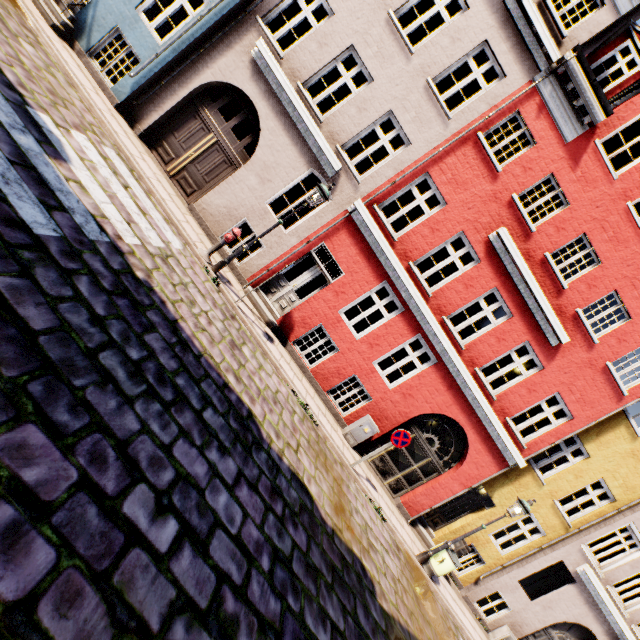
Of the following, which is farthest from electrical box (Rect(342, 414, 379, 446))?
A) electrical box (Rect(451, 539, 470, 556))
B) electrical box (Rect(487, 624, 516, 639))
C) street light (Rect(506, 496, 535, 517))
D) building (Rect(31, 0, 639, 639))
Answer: electrical box (Rect(487, 624, 516, 639))

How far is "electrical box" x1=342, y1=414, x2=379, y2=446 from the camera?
10.2m

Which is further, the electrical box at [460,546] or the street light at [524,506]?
the electrical box at [460,546]

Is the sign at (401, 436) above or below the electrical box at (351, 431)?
above

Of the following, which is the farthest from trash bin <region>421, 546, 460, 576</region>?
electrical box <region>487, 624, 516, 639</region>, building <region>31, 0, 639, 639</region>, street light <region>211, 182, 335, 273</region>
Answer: street light <region>211, 182, 335, 273</region>

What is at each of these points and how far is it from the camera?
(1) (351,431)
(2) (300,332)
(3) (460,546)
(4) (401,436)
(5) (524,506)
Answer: (1) electrical box, 10.32m
(2) building, 10.29m
(3) electrical box, 11.45m
(4) sign, 8.95m
(5) street light, 9.10m

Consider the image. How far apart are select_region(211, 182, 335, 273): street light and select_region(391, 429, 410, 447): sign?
6.35m

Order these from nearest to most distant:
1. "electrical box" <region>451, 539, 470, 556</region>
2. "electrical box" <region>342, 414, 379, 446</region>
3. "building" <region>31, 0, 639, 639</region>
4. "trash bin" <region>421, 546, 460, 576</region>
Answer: "building" <region>31, 0, 639, 639</region> < "trash bin" <region>421, 546, 460, 576</region> < "electrical box" <region>342, 414, 379, 446</region> < "electrical box" <region>451, 539, 470, 556</region>
